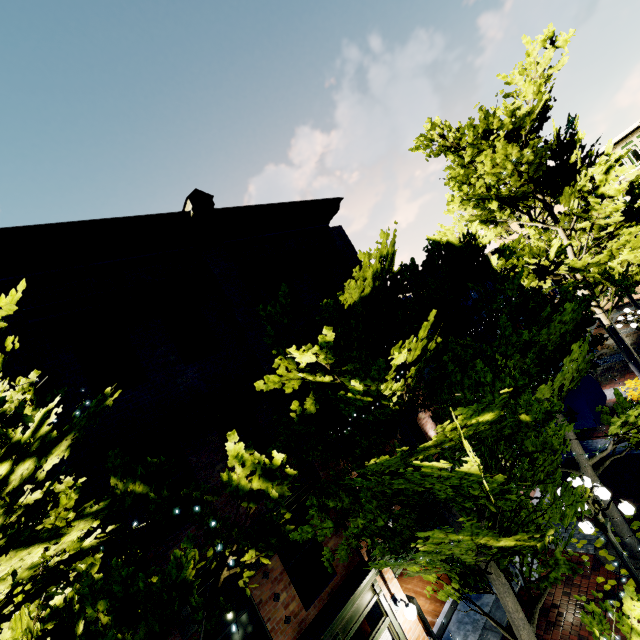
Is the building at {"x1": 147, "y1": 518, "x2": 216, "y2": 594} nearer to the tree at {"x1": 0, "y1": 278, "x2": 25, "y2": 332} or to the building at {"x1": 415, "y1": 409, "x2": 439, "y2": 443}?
the tree at {"x1": 0, "y1": 278, "x2": 25, "y2": 332}

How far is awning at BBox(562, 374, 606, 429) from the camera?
9.8m

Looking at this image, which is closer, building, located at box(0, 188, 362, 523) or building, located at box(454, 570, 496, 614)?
building, located at box(0, 188, 362, 523)

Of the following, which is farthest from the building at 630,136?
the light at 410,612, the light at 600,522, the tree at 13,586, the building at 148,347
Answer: the light at 410,612

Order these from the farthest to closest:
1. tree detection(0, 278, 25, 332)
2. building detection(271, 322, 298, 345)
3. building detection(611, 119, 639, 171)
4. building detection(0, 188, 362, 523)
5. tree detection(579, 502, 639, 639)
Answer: building detection(611, 119, 639, 171)
building detection(271, 322, 298, 345)
building detection(0, 188, 362, 523)
tree detection(579, 502, 639, 639)
tree detection(0, 278, 25, 332)

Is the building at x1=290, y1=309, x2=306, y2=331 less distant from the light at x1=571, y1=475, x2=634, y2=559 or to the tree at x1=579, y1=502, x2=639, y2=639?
the tree at x1=579, y1=502, x2=639, y2=639

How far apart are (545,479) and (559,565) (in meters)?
1.86

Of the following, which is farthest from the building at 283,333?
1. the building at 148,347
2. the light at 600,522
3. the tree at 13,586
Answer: the building at 148,347
